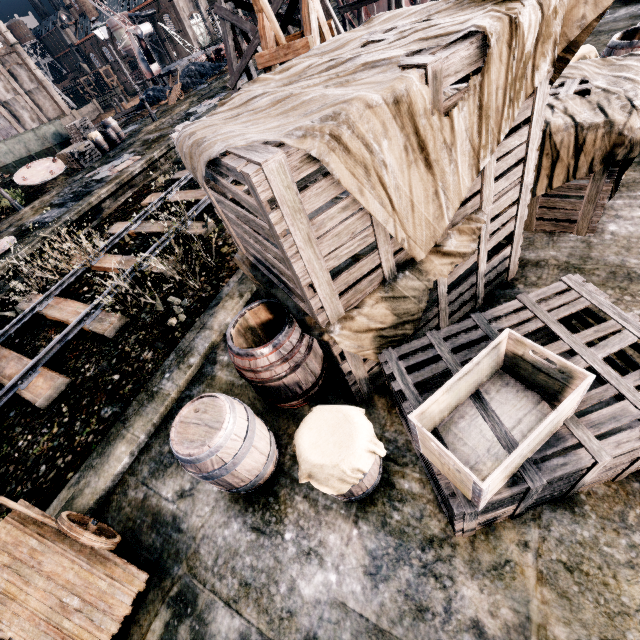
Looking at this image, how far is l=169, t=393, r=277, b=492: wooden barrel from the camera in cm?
343

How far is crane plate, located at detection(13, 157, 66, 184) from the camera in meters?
20.5 m

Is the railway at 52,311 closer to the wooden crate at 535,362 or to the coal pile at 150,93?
the wooden crate at 535,362

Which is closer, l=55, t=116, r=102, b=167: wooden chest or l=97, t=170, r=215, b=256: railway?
l=97, t=170, r=215, b=256: railway

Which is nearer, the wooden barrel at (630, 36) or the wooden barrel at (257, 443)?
the wooden barrel at (257, 443)

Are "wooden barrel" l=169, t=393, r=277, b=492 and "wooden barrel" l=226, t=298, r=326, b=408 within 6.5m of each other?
yes

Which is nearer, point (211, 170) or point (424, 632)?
point (424, 632)

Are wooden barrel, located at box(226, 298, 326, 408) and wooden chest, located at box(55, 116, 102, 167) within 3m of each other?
no
